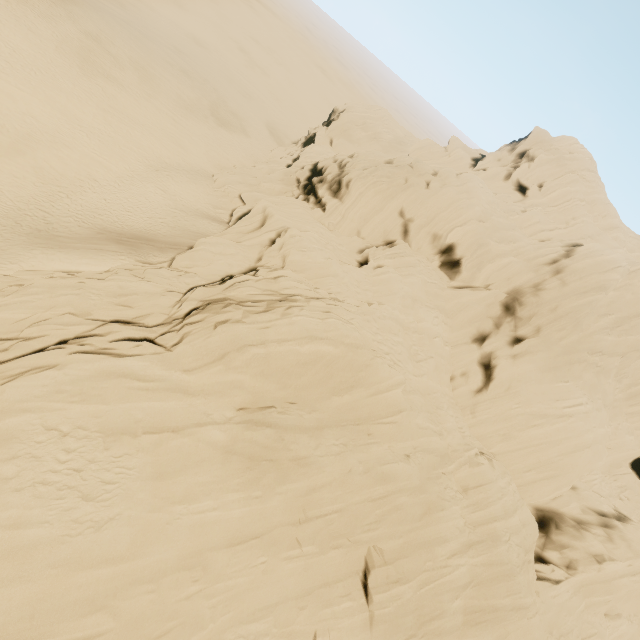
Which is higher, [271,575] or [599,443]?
[599,443]
